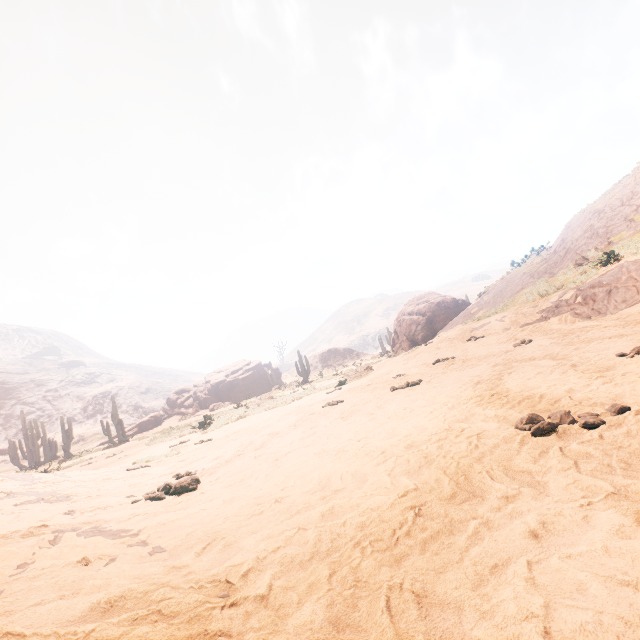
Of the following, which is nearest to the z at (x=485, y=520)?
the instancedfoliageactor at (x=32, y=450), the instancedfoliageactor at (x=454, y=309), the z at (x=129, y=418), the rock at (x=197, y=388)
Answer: the instancedfoliageactor at (x=32, y=450)

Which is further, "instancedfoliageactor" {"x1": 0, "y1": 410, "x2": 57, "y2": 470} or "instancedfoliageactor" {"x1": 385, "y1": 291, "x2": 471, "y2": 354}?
"instancedfoliageactor" {"x1": 0, "y1": 410, "x2": 57, "y2": 470}

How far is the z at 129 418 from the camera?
56.56m

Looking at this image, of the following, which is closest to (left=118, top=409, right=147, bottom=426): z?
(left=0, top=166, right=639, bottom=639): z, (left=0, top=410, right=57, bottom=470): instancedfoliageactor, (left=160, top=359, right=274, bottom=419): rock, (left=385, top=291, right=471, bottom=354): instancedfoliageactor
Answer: (left=0, top=166, right=639, bottom=639): z

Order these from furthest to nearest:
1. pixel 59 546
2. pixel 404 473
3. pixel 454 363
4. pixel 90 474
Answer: pixel 454 363
pixel 90 474
pixel 404 473
pixel 59 546

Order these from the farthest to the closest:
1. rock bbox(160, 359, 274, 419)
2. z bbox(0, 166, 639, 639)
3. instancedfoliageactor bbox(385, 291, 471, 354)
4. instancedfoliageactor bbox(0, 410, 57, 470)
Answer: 1. rock bbox(160, 359, 274, 419)
2. instancedfoliageactor bbox(0, 410, 57, 470)
3. instancedfoliageactor bbox(385, 291, 471, 354)
4. z bbox(0, 166, 639, 639)

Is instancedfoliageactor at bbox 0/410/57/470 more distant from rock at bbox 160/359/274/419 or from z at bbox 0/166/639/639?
rock at bbox 160/359/274/419

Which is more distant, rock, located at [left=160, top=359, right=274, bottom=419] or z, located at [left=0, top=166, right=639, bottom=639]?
rock, located at [left=160, top=359, right=274, bottom=419]
